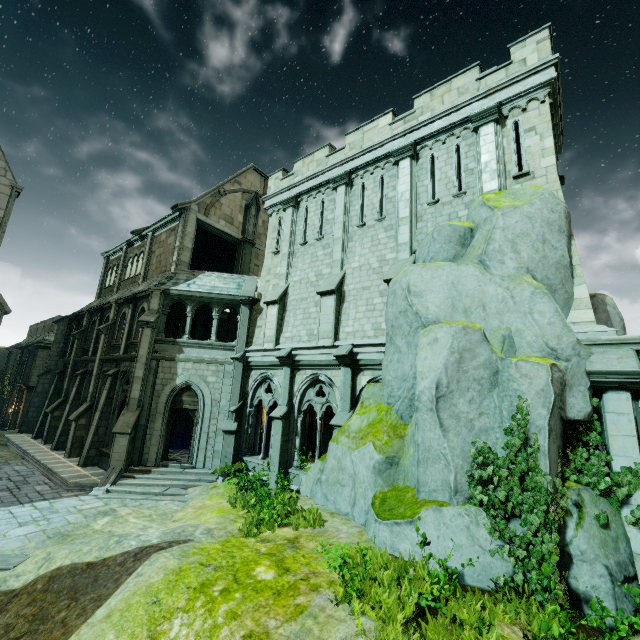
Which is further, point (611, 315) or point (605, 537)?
point (611, 315)

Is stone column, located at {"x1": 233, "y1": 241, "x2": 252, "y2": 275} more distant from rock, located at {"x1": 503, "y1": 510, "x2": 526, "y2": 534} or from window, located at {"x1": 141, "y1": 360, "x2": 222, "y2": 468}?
rock, located at {"x1": 503, "y1": 510, "x2": 526, "y2": 534}

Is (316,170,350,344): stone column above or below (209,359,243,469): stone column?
above

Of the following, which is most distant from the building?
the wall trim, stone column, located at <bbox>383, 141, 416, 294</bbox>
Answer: stone column, located at <bbox>383, 141, 416, 294</bbox>

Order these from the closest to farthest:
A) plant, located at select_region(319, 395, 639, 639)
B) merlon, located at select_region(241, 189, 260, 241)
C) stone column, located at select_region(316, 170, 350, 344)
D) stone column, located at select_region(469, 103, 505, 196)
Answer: plant, located at select_region(319, 395, 639, 639)
stone column, located at select_region(469, 103, 505, 196)
stone column, located at select_region(316, 170, 350, 344)
merlon, located at select_region(241, 189, 260, 241)

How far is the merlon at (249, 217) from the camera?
22.37m

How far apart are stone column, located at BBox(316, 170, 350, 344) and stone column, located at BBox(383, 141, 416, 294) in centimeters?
204cm

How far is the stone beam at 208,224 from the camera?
19.9m
